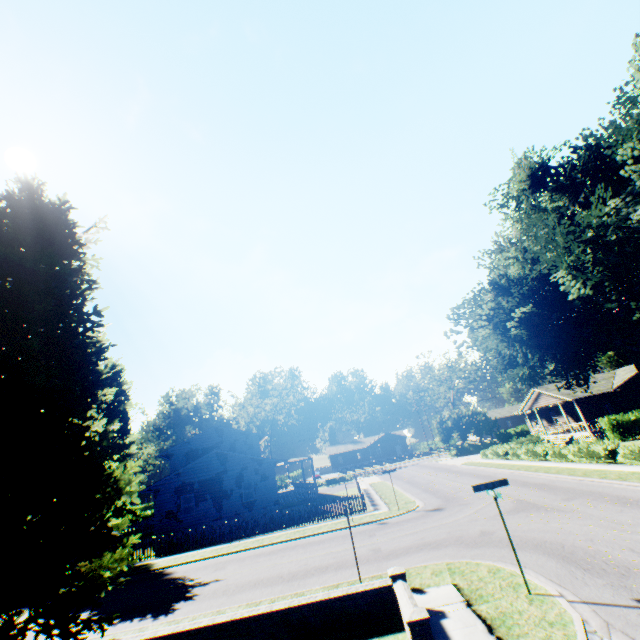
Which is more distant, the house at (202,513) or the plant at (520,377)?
the house at (202,513)

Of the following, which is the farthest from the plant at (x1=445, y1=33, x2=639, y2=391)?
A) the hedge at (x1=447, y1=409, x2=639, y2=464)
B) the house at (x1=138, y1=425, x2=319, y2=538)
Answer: the hedge at (x1=447, y1=409, x2=639, y2=464)

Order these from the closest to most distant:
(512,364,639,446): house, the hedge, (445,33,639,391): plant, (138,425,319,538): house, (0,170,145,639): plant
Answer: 1. (0,170,145,639): plant
2. (445,33,639,391): plant
3. the hedge
4. (138,425,319,538): house
5. (512,364,639,446): house

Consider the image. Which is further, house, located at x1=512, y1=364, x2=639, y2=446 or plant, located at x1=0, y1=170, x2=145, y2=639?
house, located at x1=512, y1=364, x2=639, y2=446

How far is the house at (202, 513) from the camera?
26.6 meters

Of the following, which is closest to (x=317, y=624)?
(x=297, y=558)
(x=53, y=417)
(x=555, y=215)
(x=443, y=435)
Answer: (x=297, y=558)

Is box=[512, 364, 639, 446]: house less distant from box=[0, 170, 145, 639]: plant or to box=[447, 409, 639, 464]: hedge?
box=[0, 170, 145, 639]: plant

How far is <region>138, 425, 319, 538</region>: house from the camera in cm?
2664
